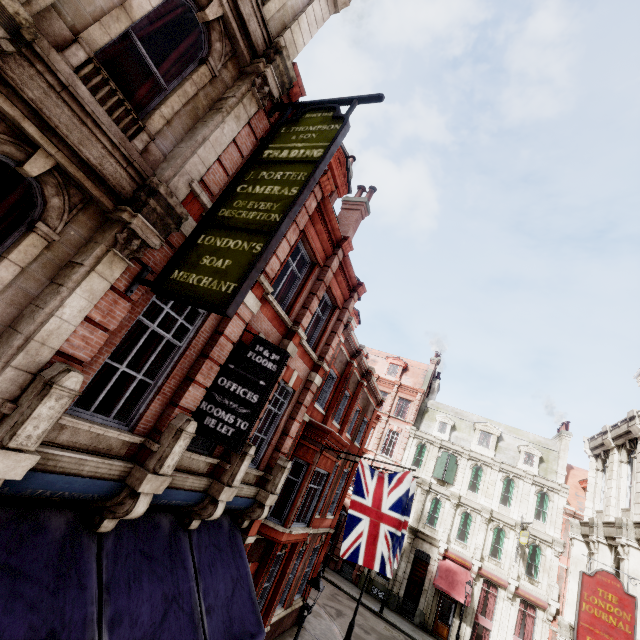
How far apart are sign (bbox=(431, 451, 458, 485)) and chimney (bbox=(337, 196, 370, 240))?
23.4m

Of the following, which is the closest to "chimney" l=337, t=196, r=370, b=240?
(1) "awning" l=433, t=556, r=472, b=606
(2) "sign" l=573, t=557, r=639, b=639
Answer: (2) "sign" l=573, t=557, r=639, b=639

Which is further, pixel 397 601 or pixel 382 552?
pixel 397 601

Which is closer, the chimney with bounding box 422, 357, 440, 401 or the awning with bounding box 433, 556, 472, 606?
the awning with bounding box 433, 556, 472, 606

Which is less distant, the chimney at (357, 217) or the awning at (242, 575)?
the awning at (242, 575)

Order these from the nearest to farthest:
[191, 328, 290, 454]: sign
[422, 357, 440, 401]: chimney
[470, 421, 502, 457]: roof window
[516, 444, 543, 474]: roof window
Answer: [191, 328, 290, 454]: sign, [516, 444, 543, 474]: roof window, [470, 421, 502, 457]: roof window, [422, 357, 440, 401]: chimney

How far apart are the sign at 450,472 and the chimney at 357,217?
23.40m

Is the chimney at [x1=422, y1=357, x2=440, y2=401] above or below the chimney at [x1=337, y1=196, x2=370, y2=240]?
above
